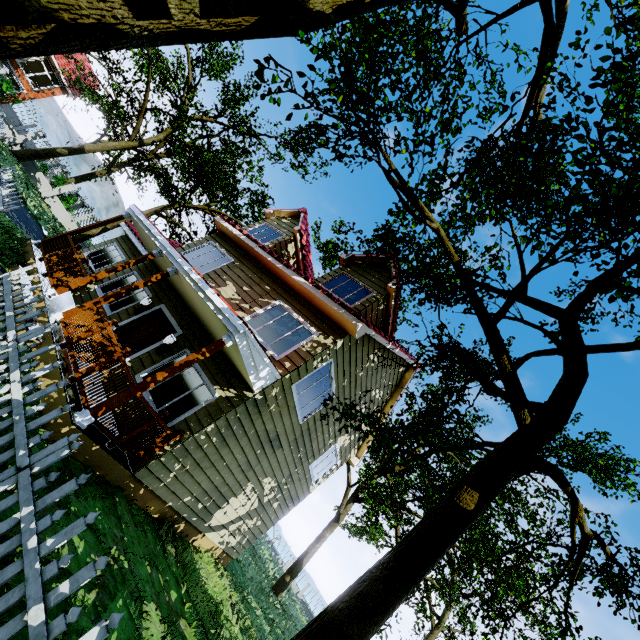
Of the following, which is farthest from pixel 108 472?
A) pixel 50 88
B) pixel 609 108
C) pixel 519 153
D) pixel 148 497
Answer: pixel 50 88

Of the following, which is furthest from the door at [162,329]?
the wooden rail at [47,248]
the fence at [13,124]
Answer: the fence at [13,124]

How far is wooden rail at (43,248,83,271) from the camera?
8.76m

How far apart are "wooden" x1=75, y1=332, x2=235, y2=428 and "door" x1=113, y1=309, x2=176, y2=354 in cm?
343

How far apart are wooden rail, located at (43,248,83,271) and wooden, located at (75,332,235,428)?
5.4m

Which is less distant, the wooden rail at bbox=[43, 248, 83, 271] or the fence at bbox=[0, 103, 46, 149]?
the wooden rail at bbox=[43, 248, 83, 271]

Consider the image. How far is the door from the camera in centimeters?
898cm

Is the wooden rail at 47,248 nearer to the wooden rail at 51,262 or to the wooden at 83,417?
the wooden rail at 51,262
